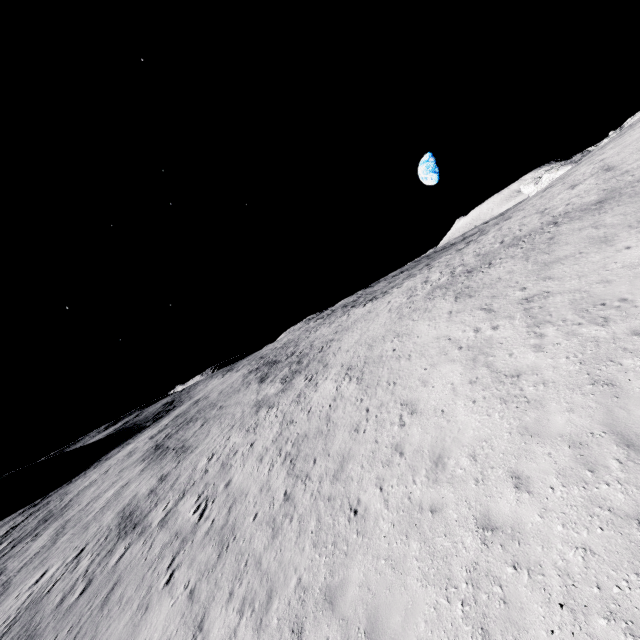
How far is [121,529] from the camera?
21.0m
